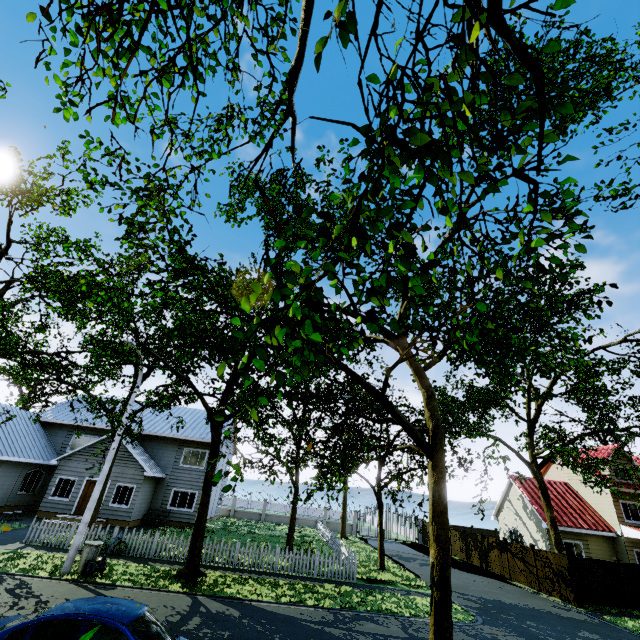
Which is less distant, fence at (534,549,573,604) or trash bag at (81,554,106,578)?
trash bag at (81,554,106,578)

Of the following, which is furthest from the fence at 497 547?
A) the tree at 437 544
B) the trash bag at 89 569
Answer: the trash bag at 89 569

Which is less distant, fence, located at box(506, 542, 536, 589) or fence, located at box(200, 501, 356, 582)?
fence, located at box(200, 501, 356, 582)

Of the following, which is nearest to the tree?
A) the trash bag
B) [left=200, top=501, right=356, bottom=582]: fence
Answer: [left=200, top=501, right=356, bottom=582]: fence

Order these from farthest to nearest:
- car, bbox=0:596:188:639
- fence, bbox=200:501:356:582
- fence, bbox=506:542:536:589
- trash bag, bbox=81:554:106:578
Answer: fence, bbox=506:542:536:589 < fence, bbox=200:501:356:582 < trash bag, bbox=81:554:106:578 < car, bbox=0:596:188:639

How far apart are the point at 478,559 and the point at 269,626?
22.86m

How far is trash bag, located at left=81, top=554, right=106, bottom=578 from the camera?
11.9m

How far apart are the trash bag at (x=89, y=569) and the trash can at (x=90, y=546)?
0.0m
